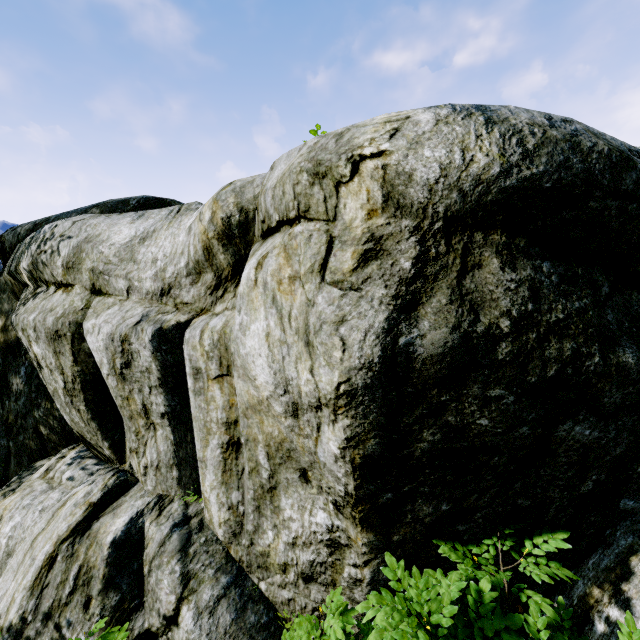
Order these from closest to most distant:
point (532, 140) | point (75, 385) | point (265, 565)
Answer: point (532, 140) < point (265, 565) < point (75, 385)

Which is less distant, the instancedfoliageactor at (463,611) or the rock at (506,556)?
the instancedfoliageactor at (463,611)

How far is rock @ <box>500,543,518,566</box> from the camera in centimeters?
227cm

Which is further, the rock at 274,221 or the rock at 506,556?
the rock at 506,556

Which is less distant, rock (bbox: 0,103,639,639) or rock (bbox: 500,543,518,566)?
rock (bbox: 0,103,639,639)

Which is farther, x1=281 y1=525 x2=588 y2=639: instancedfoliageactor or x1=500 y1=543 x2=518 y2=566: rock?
x1=500 y1=543 x2=518 y2=566: rock
